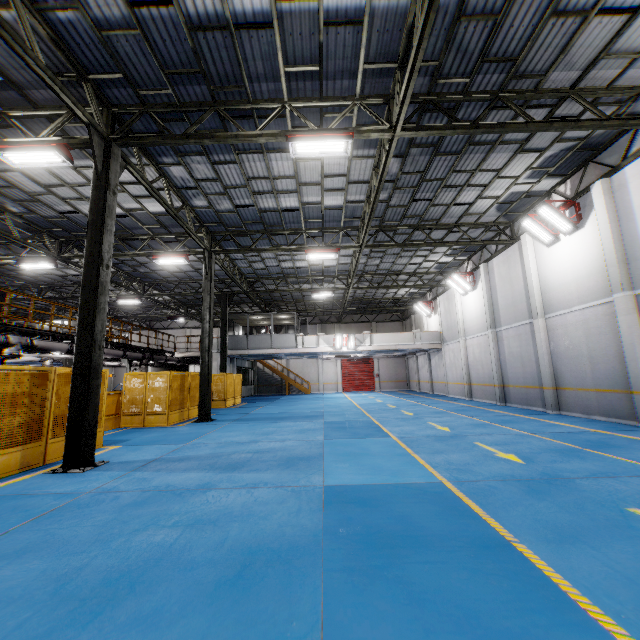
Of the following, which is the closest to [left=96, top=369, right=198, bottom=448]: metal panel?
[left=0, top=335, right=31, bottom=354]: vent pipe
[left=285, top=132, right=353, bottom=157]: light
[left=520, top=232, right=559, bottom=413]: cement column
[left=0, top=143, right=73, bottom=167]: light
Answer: [left=0, top=335, right=31, bottom=354]: vent pipe

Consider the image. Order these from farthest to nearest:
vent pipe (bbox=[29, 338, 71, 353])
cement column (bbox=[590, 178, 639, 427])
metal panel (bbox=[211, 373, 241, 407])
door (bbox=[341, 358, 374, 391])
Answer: door (bbox=[341, 358, 374, 391]) < metal panel (bbox=[211, 373, 241, 407]) < vent pipe (bbox=[29, 338, 71, 353]) < cement column (bbox=[590, 178, 639, 427])

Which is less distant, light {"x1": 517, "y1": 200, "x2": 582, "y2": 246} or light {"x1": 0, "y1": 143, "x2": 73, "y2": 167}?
light {"x1": 0, "y1": 143, "x2": 73, "y2": 167}

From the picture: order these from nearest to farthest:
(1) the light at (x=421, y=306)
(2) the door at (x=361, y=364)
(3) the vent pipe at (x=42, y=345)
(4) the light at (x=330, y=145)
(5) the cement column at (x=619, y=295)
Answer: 1. (4) the light at (x=330, y=145)
2. (5) the cement column at (x=619, y=295)
3. (3) the vent pipe at (x=42, y=345)
4. (1) the light at (x=421, y=306)
5. (2) the door at (x=361, y=364)

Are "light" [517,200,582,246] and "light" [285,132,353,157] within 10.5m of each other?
yes

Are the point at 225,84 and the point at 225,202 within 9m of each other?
yes

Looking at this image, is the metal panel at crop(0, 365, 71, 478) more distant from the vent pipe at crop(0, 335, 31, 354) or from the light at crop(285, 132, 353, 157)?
the light at crop(285, 132, 353, 157)

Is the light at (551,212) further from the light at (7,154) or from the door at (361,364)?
the door at (361,364)
